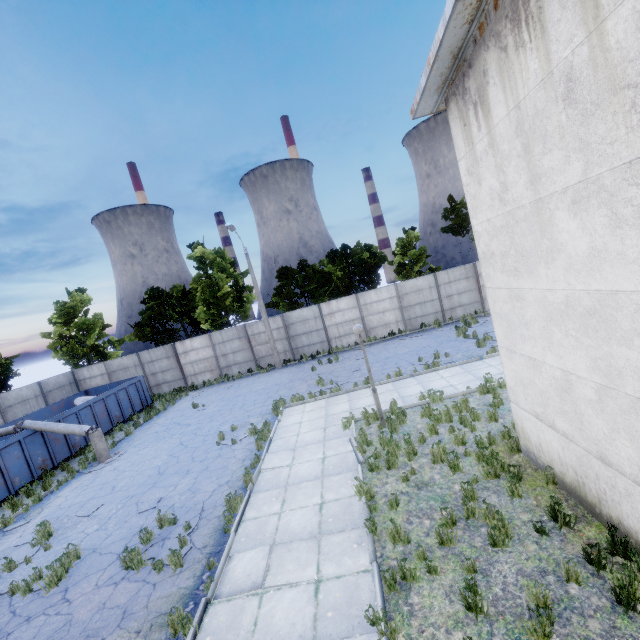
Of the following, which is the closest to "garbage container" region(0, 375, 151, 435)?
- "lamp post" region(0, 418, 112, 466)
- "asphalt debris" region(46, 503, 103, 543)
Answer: "lamp post" region(0, 418, 112, 466)

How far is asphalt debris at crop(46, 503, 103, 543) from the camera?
9.31m

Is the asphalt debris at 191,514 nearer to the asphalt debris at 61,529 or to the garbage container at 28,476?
the asphalt debris at 61,529

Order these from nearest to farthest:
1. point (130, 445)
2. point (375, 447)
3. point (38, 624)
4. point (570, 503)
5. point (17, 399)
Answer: point (570, 503)
point (38, 624)
point (375, 447)
point (130, 445)
point (17, 399)

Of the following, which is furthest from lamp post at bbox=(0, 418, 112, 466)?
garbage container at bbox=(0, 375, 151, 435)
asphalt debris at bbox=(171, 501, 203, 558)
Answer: asphalt debris at bbox=(171, 501, 203, 558)

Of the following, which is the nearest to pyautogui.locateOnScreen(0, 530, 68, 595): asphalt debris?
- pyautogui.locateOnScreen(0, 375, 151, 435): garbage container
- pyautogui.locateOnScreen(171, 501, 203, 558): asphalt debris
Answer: pyautogui.locateOnScreen(171, 501, 203, 558): asphalt debris

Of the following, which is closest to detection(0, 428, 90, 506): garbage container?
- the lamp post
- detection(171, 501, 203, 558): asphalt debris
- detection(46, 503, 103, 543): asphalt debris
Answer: the lamp post

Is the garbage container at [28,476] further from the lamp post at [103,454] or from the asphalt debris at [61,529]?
the asphalt debris at [61,529]
